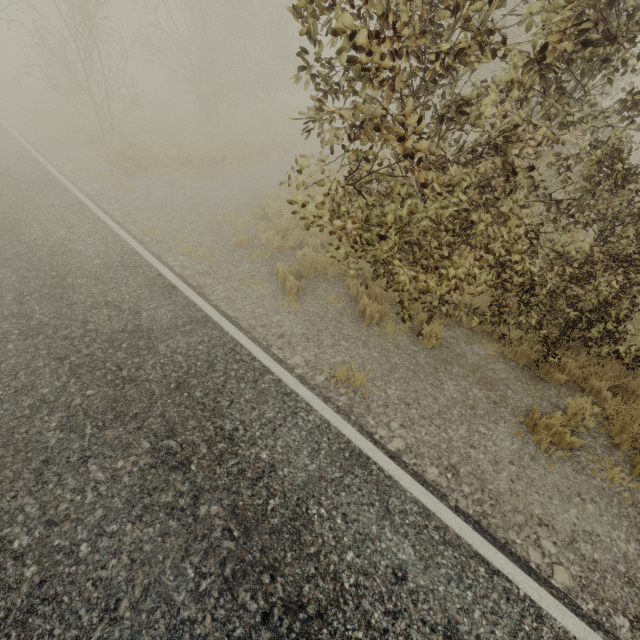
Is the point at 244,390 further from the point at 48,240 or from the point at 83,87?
the point at 83,87
